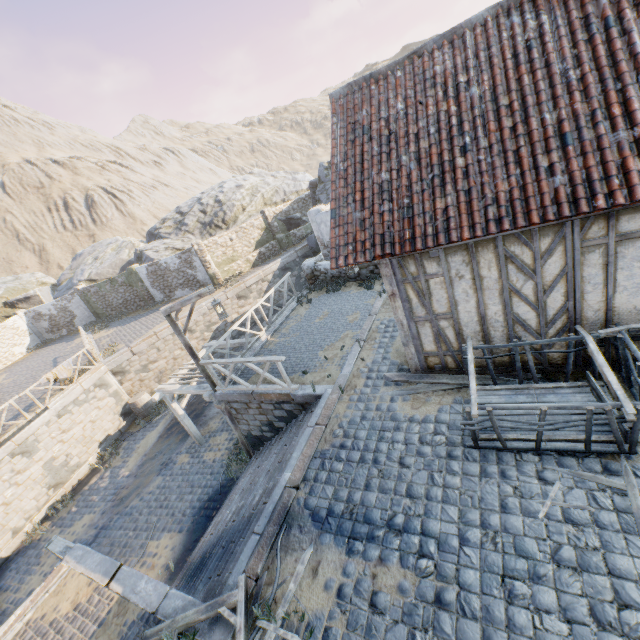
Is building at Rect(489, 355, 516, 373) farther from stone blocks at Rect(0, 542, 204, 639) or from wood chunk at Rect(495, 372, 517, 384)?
stone blocks at Rect(0, 542, 204, 639)

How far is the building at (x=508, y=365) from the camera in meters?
6.2

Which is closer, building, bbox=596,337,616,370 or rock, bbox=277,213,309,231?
building, bbox=596,337,616,370

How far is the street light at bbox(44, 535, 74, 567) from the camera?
7.0 meters

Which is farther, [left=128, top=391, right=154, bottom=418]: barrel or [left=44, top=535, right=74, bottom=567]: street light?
[left=128, top=391, right=154, bottom=418]: barrel

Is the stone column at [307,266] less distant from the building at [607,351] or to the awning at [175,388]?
the awning at [175,388]

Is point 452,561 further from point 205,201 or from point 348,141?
point 205,201

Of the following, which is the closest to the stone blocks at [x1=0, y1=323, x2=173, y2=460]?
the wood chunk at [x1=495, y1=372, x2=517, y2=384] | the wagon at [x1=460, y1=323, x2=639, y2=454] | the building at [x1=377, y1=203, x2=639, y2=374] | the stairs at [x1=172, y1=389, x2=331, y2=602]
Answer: the stairs at [x1=172, y1=389, x2=331, y2=602]
